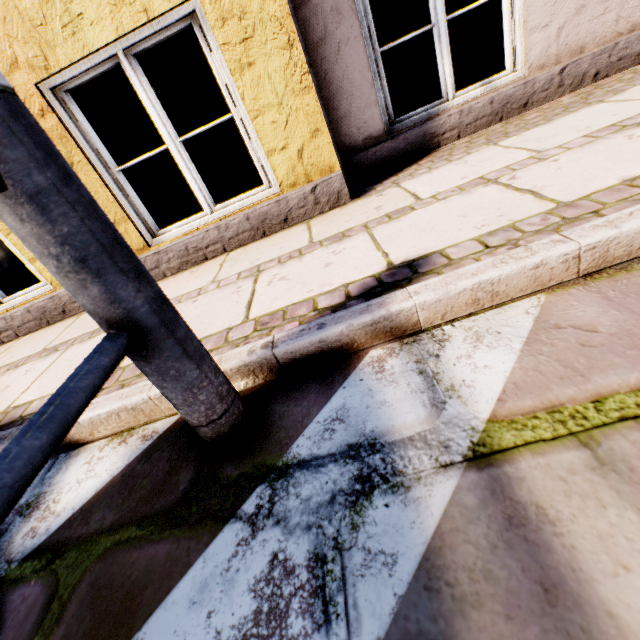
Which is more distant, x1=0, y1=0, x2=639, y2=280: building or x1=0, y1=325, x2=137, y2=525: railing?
x1=0, y1=0, x2=639, y2=280: building

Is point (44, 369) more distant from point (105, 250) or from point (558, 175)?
point (558, 175)

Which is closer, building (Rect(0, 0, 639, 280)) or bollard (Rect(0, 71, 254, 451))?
bollard (Rect(0, 71, 254, 451))

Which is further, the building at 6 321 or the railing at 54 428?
the building at 6 321

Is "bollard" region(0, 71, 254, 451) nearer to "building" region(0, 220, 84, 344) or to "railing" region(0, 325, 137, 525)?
"railing" region(0, 325, 137, 525)

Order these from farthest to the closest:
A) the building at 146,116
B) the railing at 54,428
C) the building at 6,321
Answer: the building at 6,321
the building at 146,116
the railing at 54,428

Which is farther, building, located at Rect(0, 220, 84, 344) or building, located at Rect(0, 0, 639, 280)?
building, located at Rect(0, 220, 84, 344)
